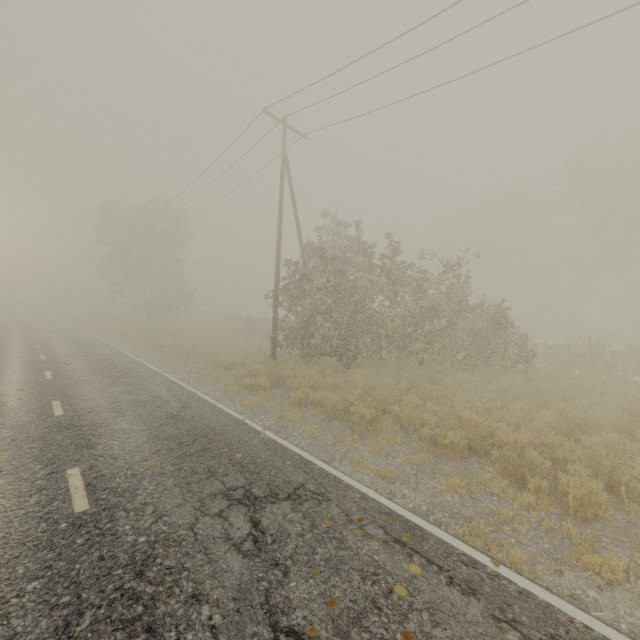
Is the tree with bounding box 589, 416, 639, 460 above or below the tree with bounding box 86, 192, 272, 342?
below

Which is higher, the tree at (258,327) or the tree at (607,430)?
the tree at (258,327)

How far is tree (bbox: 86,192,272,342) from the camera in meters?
32.4 m

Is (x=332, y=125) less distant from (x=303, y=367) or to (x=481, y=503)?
(x=303, y=367)

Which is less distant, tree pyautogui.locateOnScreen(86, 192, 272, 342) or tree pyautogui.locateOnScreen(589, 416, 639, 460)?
tree pyautogui.locateOnScreen(589, 416, 639, 460)

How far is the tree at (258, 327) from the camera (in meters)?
32.38
